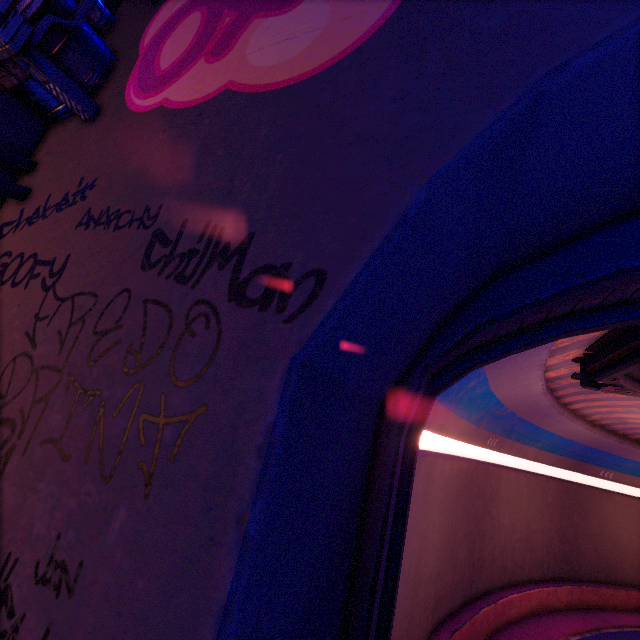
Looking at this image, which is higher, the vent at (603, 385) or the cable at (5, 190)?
the vent at (603, 385)

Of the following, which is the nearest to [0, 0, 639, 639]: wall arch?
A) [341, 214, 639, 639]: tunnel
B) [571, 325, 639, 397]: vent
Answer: [341, 214, 639, 639]: tunnel

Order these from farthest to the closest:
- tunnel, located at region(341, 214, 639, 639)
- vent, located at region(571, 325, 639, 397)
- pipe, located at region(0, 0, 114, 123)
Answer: vent, located at region(571, 325, 639, 397) < tunnel, located at region(341, 214, 639, 639) < pipe, located at region(0, 0, 114, 123)

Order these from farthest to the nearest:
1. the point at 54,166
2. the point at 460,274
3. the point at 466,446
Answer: the point at 466,446 < the point at 54,166 < the point at 460,274

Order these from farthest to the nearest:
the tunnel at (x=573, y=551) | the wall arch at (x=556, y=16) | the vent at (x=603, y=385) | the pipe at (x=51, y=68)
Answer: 1. the vent at (x=603, y=385)
2. the tunnel at (x=573, y=551)
3. the pipe at (x=51, y=68)
4. the wall arch at (x=556, y=16)

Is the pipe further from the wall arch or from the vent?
the vent

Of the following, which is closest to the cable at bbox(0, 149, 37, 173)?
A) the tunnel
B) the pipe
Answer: the pipe

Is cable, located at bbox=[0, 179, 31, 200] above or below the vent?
below
